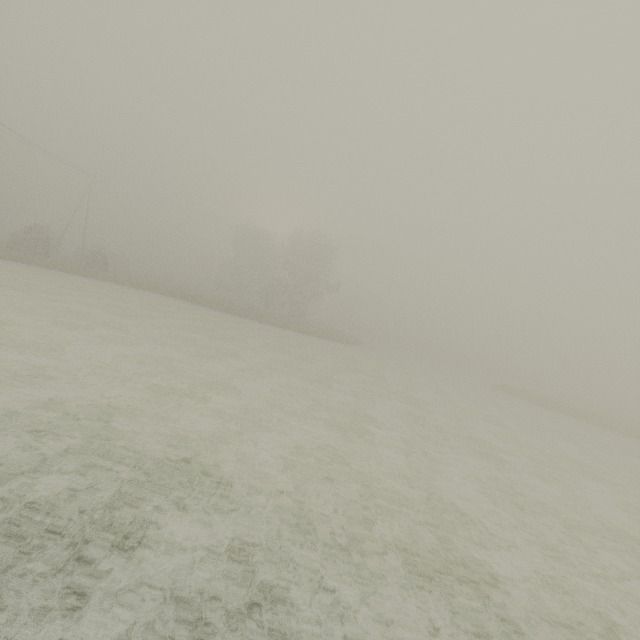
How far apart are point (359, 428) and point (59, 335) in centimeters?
1141cm

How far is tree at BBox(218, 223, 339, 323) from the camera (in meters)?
46.34

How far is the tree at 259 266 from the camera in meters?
46.3
